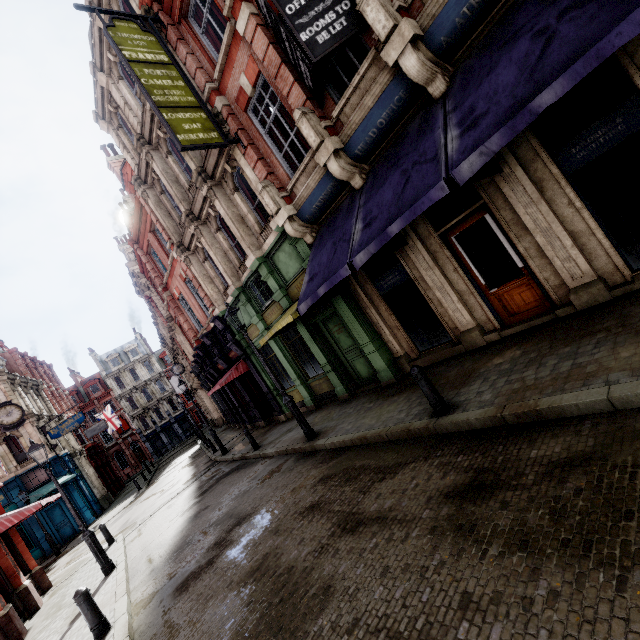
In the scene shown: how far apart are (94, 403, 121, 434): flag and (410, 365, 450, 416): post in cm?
4381

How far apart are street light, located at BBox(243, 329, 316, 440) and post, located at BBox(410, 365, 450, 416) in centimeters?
471cm

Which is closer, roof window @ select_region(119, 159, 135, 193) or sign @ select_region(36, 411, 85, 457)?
roof window @ select_region(119, 159, 135, 193)

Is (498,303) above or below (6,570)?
below

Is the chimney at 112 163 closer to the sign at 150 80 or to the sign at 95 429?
the sign at 150 80

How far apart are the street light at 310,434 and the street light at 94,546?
7.07m

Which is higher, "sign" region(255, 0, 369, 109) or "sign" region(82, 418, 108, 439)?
"sign" region(255, 0, 369, 109)

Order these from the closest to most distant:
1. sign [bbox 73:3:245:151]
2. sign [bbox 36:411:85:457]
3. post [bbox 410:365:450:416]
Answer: post [bbox 410:365:450:416] → sign [bbox 73:3:245:151] → sign [bbox 36:411:85:457]
